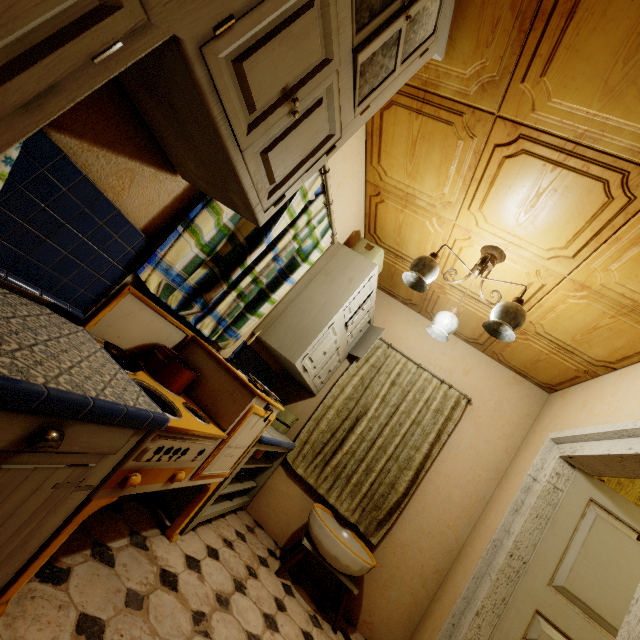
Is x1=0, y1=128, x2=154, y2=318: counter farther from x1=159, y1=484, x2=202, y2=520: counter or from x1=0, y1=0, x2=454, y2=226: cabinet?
x1=159, y1=484, x2=202, y2=520: counter

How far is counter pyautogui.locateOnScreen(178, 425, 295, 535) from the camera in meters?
2.2 m

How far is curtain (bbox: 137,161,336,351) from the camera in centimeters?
152cm

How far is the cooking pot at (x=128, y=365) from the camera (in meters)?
1.35

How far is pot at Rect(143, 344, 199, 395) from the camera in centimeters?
163cm

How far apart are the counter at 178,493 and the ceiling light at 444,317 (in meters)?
1.41

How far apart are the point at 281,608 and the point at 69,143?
2.9 meters

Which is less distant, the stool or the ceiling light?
the ceiling light
